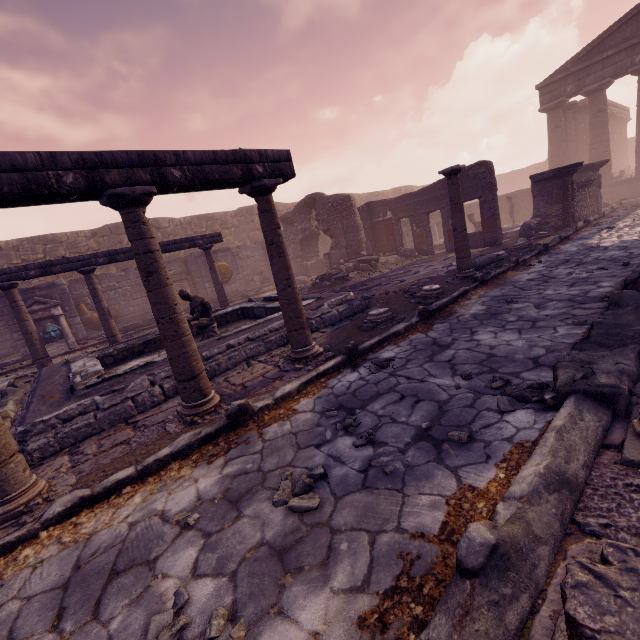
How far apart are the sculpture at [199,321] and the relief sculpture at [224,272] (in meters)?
8.49

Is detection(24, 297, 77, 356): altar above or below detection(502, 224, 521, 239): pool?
above

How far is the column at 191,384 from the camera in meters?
3.1 m

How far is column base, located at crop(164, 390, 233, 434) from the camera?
3.4m

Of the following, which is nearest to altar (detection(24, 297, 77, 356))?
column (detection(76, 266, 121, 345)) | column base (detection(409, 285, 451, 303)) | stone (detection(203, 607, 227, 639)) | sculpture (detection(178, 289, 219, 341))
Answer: column (detection(76, 266, 121, 345))

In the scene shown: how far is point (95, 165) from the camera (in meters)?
2.88

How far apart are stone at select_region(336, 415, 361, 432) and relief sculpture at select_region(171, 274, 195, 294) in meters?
14.6 m

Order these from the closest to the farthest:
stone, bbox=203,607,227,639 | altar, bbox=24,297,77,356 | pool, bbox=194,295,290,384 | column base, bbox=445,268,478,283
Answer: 1. stone, bbox=203,607,227,639
2. pool, bbox=194,295,290,384
3. column base, bbox=445,268,478,283
4. altar, bbox=24,297,77,356
